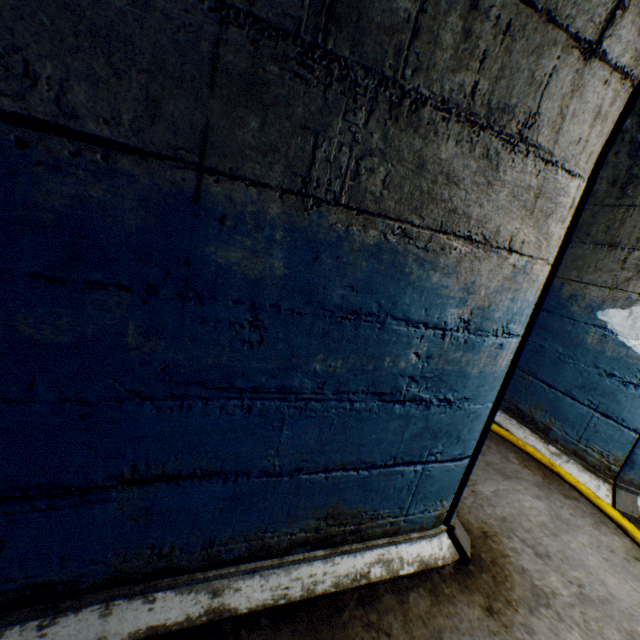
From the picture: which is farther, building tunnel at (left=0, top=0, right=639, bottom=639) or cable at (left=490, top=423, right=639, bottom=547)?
cable at (left=490, top=423, right=639, bottom=547)

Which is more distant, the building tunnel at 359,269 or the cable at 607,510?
the cable at 607,510

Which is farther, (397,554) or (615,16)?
(397,554)
